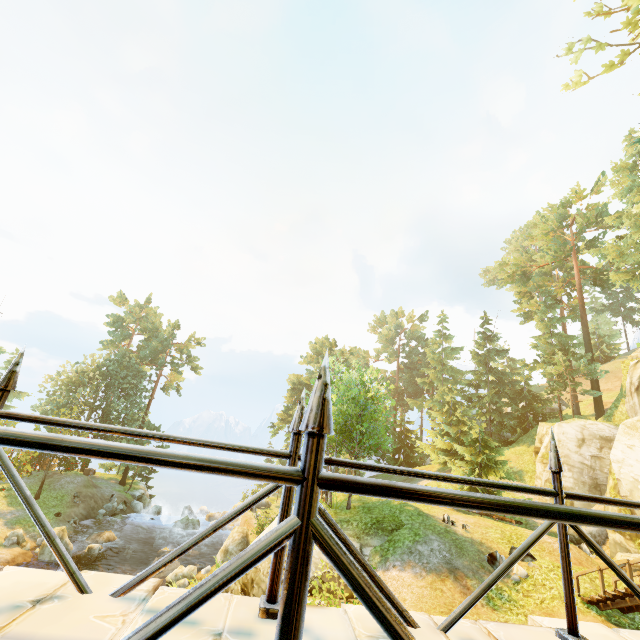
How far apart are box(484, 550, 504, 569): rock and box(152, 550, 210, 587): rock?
18.9 meters

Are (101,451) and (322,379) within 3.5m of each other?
yes

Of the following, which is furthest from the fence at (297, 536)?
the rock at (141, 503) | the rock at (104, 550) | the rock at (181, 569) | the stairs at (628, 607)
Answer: the rock at (141, 503)

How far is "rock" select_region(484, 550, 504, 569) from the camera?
13.8m

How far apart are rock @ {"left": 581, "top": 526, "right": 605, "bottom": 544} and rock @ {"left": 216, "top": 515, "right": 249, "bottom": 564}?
20.3 meters

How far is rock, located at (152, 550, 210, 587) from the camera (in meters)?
19.66

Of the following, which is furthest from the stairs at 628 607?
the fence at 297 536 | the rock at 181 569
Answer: the rock at 181 569

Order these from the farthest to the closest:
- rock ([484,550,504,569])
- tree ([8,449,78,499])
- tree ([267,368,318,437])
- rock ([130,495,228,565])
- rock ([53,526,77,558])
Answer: tree ([267,368,318,437]) → rock ([130,495,228,565]) → tree ([8,449,78,499]) → rock ([53,526,77,558]) → rock ([484,550,504,569])
